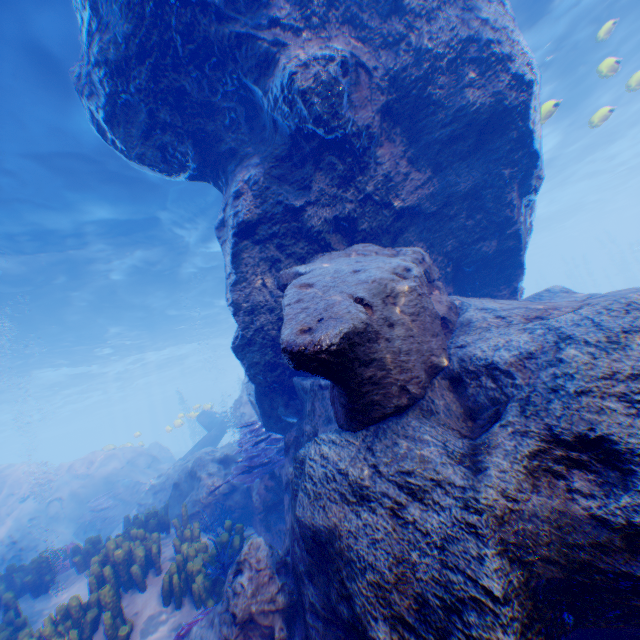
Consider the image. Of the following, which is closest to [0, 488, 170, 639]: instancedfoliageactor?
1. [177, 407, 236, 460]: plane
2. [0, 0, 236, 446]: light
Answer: [177, 407, 236, 460]: plane

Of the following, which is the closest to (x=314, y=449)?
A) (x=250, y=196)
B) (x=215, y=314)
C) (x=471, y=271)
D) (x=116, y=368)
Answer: (x=250, y=196)

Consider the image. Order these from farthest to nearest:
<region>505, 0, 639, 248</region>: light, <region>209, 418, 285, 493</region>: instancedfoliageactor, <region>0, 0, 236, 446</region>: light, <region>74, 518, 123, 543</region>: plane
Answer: <region>74, 518, 123, 543</region>: plane → <region>505, 0, 639, 248</region>: light → <region>0, 0, 236, 446</region>: light → <region>209, 418, 285, 493</region>: instancedfoliageactor

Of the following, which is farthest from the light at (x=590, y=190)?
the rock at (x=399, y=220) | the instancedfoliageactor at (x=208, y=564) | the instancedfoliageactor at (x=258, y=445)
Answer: the instancedfoliageactor at (x=208, y=564)

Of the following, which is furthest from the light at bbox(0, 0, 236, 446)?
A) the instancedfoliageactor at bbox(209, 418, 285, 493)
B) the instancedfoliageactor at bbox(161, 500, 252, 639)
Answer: the instancedfoliageactor at bbox(161, 500, 252, 639)

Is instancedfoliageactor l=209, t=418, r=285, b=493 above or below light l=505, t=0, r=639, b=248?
below

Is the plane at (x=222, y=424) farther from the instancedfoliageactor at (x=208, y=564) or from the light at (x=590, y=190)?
the instancedfoliageactor at (x=208, y=564)

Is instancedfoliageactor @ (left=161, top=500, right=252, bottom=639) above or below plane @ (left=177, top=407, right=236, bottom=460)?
below
